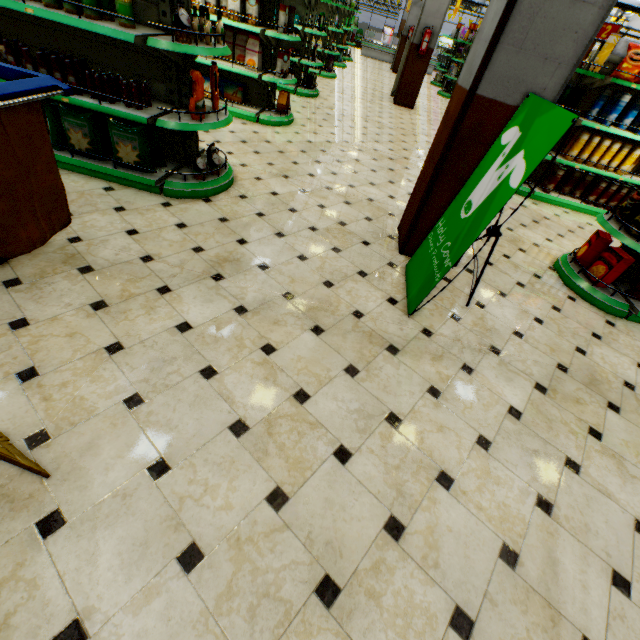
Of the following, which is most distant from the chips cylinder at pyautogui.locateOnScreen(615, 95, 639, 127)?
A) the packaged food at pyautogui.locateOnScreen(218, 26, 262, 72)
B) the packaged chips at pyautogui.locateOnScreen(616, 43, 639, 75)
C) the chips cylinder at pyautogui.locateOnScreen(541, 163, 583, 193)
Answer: the packaged food at pyautogui.locateOnScreen(218, 26, 262, 72)

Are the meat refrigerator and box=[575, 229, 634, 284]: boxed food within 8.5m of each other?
no

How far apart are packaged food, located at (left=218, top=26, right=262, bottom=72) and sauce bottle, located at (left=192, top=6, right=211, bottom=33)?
2.9m

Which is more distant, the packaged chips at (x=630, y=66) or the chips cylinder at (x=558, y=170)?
the chips cylinder at (x=558, y=170)

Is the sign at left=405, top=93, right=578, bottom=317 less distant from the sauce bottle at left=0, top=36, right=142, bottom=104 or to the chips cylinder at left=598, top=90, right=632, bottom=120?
the sauce bottle at left=0, top=36, right=142, bottom=104

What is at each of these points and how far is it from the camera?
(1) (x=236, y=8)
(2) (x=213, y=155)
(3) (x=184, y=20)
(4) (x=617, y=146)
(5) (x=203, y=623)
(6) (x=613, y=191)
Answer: (1) boxed food, 5.1 meters
(2) packaged food, 3.7 meters
(3) packaged food, 2.7 meters
(4) chips cylinder, 5.5 meters
(5) building, 1.3 meters
(6) chips cylinder, 5.9 meters

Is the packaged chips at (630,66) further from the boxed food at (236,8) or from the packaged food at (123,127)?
the packaged food at (123,127)

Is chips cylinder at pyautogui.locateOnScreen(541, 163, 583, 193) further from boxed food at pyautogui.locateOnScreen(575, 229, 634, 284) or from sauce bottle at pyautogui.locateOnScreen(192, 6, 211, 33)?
sauce bottle at pyautogui.locateOnScreen(192, 6, 211, 33)
